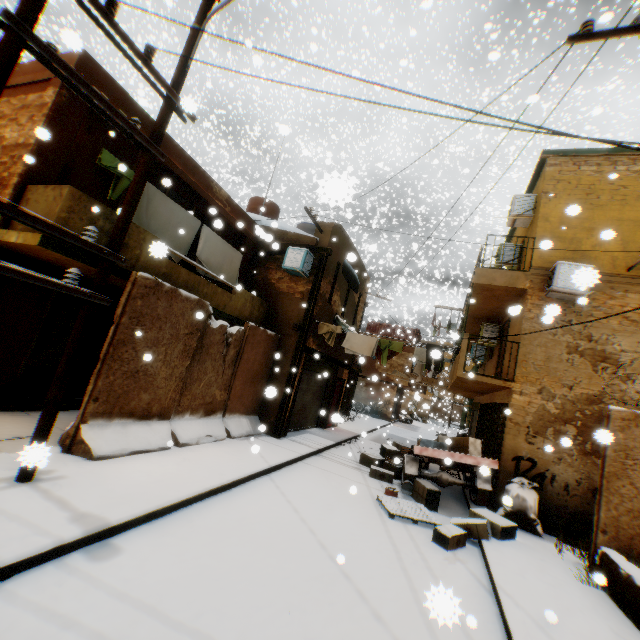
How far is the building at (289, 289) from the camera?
8.9m

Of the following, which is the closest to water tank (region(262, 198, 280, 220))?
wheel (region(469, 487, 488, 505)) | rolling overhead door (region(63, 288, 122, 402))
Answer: rolling overhead door (region(63, 288, 122, 402))

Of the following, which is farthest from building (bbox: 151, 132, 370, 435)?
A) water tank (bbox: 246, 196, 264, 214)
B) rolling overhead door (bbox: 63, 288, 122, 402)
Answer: water tank (bbox: 246, 196, 264, 214)

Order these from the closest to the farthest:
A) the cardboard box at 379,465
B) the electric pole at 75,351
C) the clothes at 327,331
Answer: the electric pole at 75,351 < the cardboard box at 379,465 < the clothes at 327,331

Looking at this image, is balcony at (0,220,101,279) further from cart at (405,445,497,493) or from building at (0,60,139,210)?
cart at (405,445,497,493)

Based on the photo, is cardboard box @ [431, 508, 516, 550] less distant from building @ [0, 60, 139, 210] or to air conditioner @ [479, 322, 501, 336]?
building @ [0, 60, 139, 210]

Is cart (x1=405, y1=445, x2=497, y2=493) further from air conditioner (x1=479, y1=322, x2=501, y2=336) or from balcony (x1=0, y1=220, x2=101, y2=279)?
air conditioner (x1=479, y1=322, x2=501, y2=336)

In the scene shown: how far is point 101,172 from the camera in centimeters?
716cm
